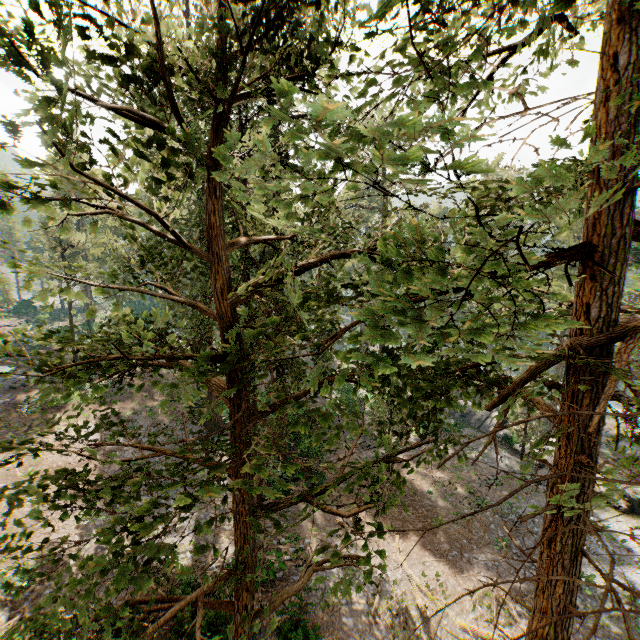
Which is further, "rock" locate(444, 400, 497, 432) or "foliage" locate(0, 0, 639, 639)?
"rock" locate(444, 400, 497, 432)

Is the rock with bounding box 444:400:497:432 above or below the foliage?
below

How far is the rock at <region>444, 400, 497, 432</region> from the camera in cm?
3333

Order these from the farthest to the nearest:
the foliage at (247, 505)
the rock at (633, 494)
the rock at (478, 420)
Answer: the rock at (478, 420)
the rock at (633, 494)
the foliage at (247, 505)

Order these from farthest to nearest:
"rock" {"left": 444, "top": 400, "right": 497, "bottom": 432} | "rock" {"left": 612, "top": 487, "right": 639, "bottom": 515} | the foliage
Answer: "rock" {"left": 444, "top": 400, "right": 497, "bottom": 432} → "rock" {"left": 612, "top": 487, "right": 639, "bottom": 515} → the foliage

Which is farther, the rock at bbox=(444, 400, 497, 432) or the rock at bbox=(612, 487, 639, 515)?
the rock at bbox=(444, 400, 497, 432)

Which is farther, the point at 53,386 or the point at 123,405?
the point at 123,405

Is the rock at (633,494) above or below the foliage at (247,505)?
below
